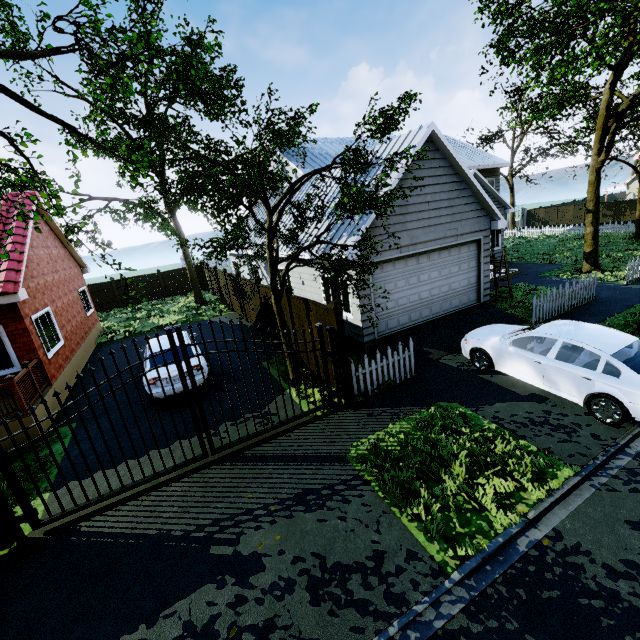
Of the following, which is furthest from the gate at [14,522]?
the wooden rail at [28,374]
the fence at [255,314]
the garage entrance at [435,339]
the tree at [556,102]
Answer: the fence at [255,314]

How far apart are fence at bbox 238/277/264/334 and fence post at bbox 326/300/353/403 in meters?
6.3 m

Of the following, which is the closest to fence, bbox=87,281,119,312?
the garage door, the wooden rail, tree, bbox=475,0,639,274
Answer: tree, bbox=475,0,639,274

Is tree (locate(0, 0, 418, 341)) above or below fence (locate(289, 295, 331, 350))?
above

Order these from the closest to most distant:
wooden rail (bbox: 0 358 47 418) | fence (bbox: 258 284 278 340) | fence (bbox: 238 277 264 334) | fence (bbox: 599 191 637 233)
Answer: wooden rail (bbox: 0 358 47 418) → fence (bbox: 258 284 278 340) → fence (bbox: 238 277 264 334) → fence (bbox: 599 191 637 233)

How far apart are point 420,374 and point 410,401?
1.4m

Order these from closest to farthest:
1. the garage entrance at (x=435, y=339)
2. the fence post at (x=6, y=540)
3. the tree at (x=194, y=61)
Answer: the fence post at (x=6, y=540)
the tree at (x=194, y=61)
the garage entrance at (x=435, y=339)

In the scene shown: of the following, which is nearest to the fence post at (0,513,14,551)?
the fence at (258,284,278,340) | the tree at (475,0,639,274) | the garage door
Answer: the tree at (475,0,639,274)
